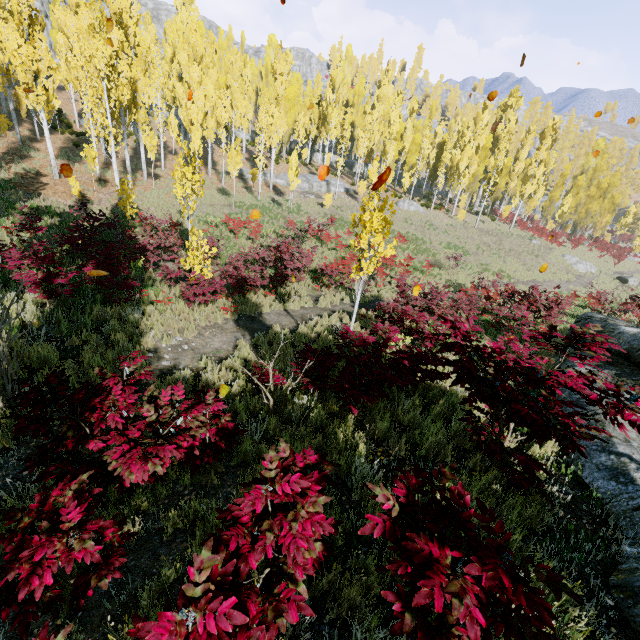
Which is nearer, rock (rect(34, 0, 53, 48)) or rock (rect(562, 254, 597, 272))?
rock (rect(562, 254, 597, 272))

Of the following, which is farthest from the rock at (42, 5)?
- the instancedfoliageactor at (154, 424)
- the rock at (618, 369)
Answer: the rock at (618, 369)

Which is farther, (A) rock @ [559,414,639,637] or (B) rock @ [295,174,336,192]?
(B) rock @ [295,174,336,192]

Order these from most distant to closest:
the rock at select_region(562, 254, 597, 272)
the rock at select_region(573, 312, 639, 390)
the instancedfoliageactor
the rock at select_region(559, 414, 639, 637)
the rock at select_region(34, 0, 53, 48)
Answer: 1. the rock at select_region(34, 0, 53, 48)
2. the rock at select_region(562, 254, 597, 272)
3. the rock at select_region(573, 312, 639, 390)
4. the rock at select_region(559, 414, 639, 637)
5. the instancedfoliageactor

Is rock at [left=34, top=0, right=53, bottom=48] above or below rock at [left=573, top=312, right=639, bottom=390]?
above

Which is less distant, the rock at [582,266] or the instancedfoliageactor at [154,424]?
the instancedfoliageactor at [154,424]

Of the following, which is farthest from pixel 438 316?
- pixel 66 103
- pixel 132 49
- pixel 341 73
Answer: pixel 66 103

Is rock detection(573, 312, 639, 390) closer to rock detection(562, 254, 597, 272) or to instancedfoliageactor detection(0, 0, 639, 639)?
instancedfoliageactor detection(0, 0, 639, 639)
